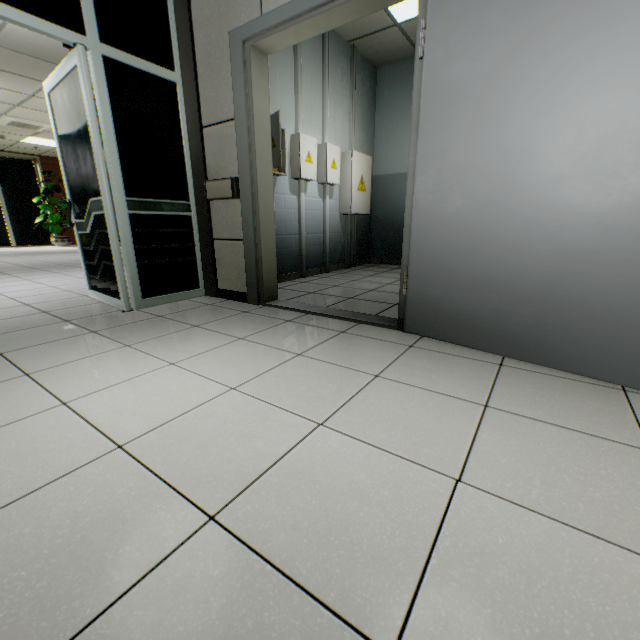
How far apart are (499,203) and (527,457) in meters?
1.2 m

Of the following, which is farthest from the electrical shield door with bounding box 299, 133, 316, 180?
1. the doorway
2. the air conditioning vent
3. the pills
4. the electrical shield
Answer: the pills

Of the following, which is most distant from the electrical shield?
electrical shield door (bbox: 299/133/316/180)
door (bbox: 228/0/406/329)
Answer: door (bbox: 228/0/406/329)

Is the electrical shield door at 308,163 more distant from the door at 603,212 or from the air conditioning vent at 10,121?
the air conditioning vent at 10,121

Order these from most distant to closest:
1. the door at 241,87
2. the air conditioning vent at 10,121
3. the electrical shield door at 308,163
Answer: the air conditioning vent at 10,121, the electrical shield door at 308,163, the door at 241,87

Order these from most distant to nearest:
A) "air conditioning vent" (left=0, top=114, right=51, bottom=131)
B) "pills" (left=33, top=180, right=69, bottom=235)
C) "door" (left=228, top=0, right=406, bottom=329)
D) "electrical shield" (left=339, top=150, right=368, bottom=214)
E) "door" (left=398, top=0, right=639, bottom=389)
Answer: "pills" (left=33, top=180, right=69, bottom=235) < "air conditioning vent" (left=0, top=114, right=51, bottom=131) < "electrical shield" (left=339, top=150, right=368, bottom=214) < "door" (left=228, top=0, right=406, bottom=329) < "door" (left=398, top=0, right=639, bottom=389)

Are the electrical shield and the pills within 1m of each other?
no

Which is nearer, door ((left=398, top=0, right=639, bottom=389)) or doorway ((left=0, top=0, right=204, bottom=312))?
door ((left=398, top=0, right=639, bottom=389))
